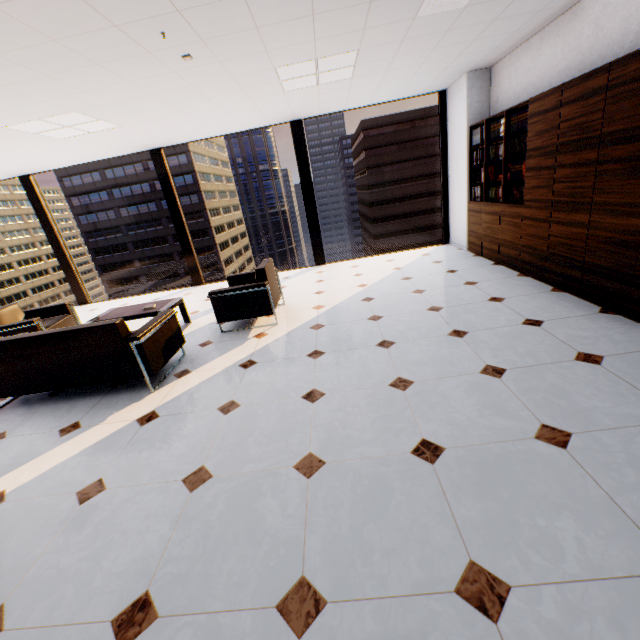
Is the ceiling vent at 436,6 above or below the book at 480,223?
above

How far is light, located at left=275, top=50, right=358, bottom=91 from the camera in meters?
3.8

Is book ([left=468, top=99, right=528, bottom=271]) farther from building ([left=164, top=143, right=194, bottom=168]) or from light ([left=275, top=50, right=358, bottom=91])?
building ([left=164, top=143, right=194, bottom=168])

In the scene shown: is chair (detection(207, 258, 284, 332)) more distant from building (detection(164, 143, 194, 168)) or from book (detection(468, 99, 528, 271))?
building (detection(164, 143, 194, 168))

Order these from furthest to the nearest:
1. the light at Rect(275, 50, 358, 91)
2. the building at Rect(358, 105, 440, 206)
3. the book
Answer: the building at Rect(358, 105, 440, 206) → the book → the light at Rect(275, 50, 358, 91)

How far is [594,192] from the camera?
3.2m

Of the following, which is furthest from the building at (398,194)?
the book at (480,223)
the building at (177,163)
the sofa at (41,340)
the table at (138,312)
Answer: the sofa at (41,340)

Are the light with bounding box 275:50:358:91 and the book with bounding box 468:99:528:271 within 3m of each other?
yes
